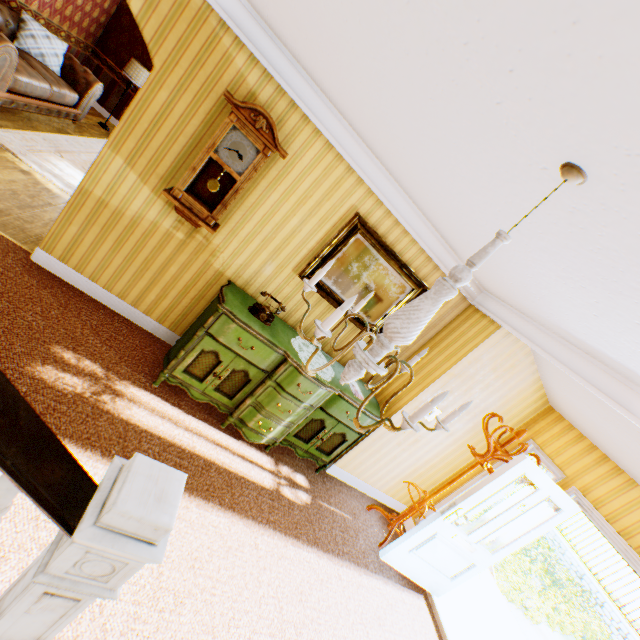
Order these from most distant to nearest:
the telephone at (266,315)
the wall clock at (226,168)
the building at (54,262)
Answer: the telephone at (266,315) → the wall clock at (226,168) → the building at (54,262)

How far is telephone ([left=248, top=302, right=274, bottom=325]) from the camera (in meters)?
3.38

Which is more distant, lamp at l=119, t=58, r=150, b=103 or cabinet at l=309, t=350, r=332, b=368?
lamp at l=119, t=58, r=150, b=103

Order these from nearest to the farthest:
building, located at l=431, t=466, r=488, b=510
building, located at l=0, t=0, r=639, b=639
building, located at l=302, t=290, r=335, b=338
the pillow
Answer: building, located at l=0, t=0, r=639, b=639 → building, located at l=302, t=290, r=335, b=338 → building, located at l=431, t=466, r=488, b=510 → the pillow

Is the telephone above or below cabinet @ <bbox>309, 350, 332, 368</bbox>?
above

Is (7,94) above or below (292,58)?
below

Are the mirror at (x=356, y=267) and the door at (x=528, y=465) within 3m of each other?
yes

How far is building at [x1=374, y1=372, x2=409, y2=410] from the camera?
4.41m
